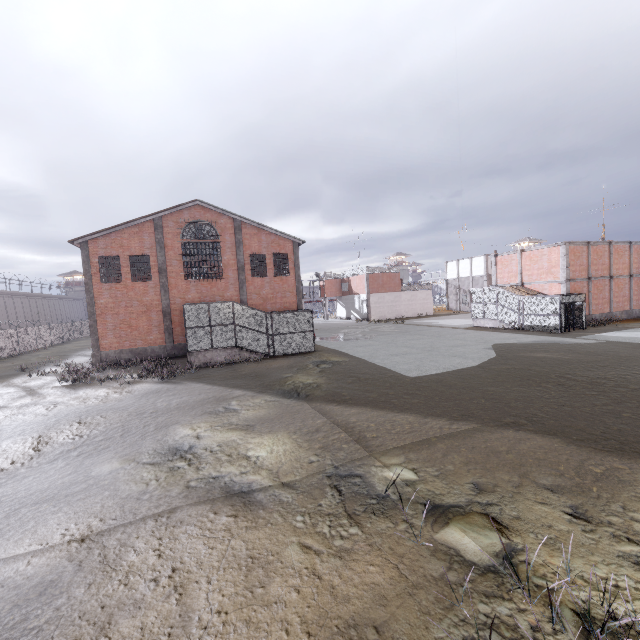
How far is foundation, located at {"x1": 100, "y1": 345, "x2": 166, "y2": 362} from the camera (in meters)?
23.86

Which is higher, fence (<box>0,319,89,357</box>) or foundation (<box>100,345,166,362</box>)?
fence (<box>0,319,89,357</box>)

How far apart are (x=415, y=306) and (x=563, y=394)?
40.7 meters

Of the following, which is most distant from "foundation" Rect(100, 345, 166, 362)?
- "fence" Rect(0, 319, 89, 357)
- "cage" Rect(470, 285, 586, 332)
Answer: "cage" Rect(470, 285, 586, 332)

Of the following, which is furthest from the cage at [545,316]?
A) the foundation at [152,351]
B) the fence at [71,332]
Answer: the foundation at [152,351]

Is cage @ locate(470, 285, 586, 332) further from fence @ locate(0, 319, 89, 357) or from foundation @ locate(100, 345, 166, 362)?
foundation @ locate(100, 345, 166, 362)

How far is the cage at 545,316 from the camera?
24.8 meters

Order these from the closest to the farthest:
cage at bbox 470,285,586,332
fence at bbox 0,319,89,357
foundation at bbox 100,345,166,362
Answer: foundation at bbox 100,345,166,362, cage at bbox 470,285,586,332, fence at bbox 0,319,89,357
